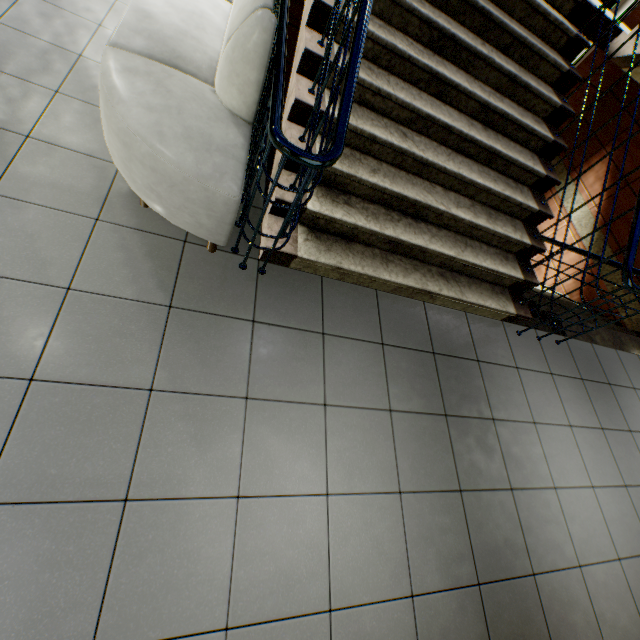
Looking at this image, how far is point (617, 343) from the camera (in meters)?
4.07
